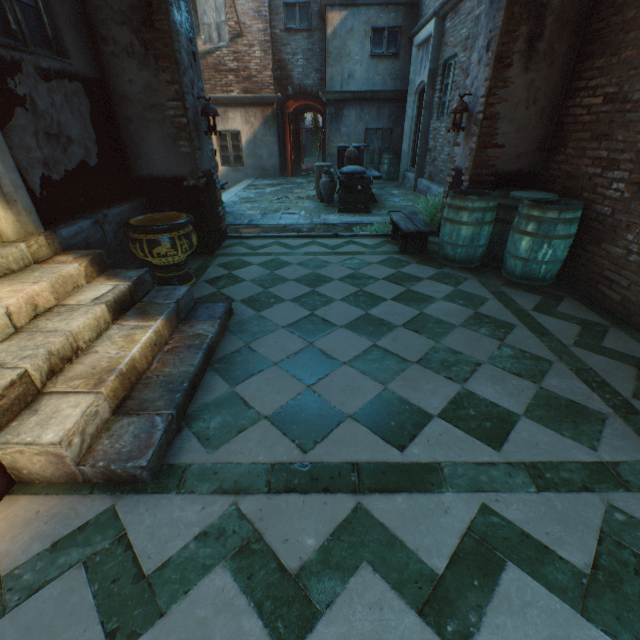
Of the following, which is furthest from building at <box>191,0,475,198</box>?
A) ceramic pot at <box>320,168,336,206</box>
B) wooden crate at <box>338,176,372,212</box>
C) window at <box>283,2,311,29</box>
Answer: ceramic pot at <box>320,168,336,206</box>

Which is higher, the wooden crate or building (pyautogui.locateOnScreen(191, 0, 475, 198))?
building (pyautogui.locateOnScreen(191, 0, 475, 198))

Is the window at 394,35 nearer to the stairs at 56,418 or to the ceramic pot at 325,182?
the ceramic pot at 325,182

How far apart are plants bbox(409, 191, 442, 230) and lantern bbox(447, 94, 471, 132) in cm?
114

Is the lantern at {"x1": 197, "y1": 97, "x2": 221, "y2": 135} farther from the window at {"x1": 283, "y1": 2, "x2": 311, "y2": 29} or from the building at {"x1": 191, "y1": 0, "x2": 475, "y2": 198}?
the window at {"x1": 283, "y1": 2, "x2": 311, "y2": 29}

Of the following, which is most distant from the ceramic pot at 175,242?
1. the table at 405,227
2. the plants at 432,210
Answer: the plants at 432,210

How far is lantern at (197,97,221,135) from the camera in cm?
461

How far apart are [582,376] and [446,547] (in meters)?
1.98
